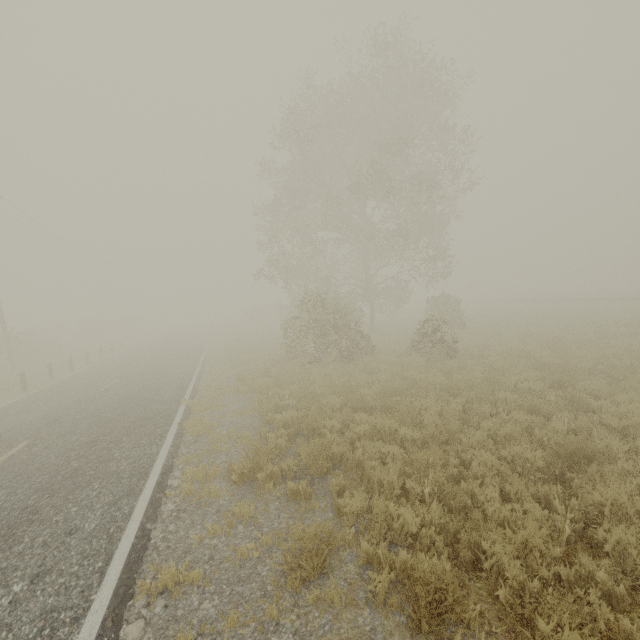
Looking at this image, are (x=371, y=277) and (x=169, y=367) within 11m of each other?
no
